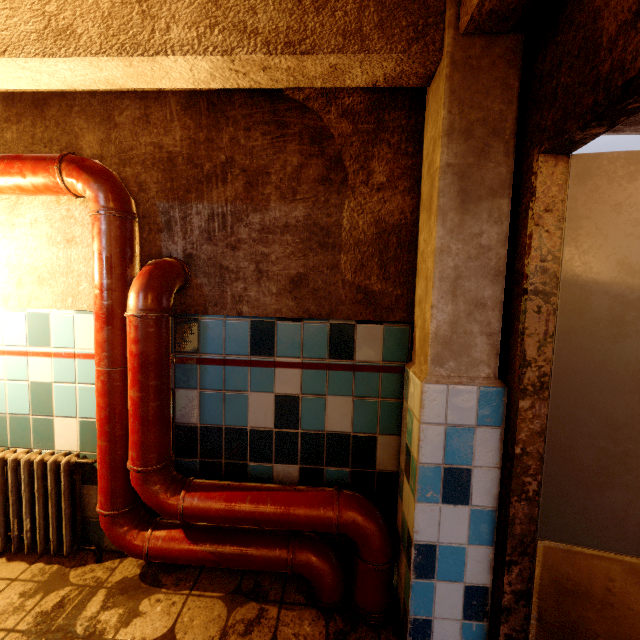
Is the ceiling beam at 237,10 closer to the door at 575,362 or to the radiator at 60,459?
the door at 575,362

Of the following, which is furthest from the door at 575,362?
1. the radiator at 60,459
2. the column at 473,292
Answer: the radiator at 60,459

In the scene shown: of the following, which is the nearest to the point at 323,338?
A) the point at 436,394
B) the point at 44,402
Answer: the point at 436,394

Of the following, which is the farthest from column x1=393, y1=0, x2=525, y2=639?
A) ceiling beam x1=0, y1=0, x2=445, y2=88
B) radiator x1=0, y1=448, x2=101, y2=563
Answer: radiator x1=0, y1=448, x2=101, y2=563

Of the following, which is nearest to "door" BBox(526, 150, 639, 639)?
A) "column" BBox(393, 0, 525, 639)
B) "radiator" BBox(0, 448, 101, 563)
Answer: "column" BBox(393, 0, 525, 639)

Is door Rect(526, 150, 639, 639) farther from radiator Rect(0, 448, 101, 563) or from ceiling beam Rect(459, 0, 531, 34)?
radiator Rect(0, 448, 101, 563)

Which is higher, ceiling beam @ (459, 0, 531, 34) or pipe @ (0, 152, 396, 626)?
ceiling beam @ (459, 0, 531, 34)

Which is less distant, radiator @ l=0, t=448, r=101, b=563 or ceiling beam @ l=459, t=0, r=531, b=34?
ceiling beam @ l=459, t=0, r=531, b=34
